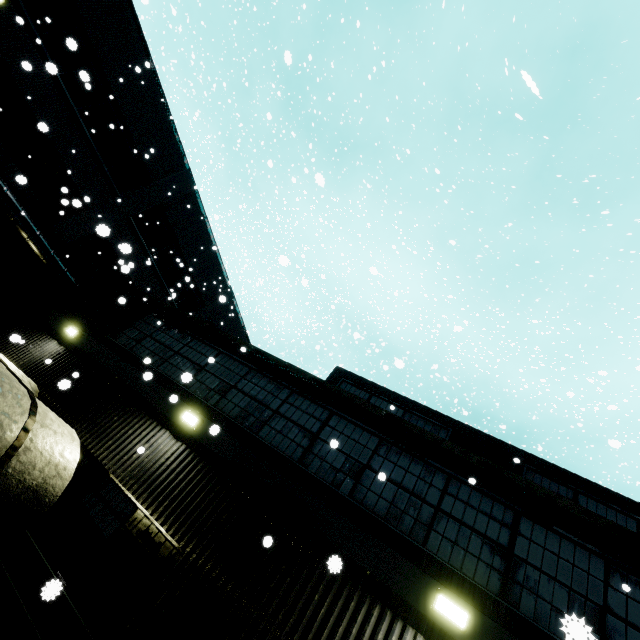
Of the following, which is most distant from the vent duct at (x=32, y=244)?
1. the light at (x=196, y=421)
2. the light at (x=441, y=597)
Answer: the light at (x=441, y=597)

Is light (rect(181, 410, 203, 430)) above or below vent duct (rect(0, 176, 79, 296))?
below

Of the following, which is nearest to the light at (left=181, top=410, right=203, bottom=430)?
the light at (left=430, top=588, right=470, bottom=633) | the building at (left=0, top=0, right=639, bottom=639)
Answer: the building at (left=0, top=0, right=639, bottom=639)

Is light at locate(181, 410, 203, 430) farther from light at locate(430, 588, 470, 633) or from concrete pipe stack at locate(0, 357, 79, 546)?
light at locate(430, 588, 470, 633)

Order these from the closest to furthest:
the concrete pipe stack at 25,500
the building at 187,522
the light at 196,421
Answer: the concrete pipe stack at 25,500, the building at 187,522, the light at 196,421

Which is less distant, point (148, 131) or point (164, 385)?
point (164, 385)

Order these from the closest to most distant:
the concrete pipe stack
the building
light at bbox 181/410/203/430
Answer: the concrete pipe stack, the building, light at bbox 181/410/203/430

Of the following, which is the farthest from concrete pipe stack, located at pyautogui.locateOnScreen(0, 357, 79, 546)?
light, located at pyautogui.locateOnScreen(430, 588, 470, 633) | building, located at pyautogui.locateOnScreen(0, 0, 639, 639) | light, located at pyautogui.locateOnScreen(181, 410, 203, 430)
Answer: light, located at pyautogui.locateOnScreen(430, 588, 470, 633)
